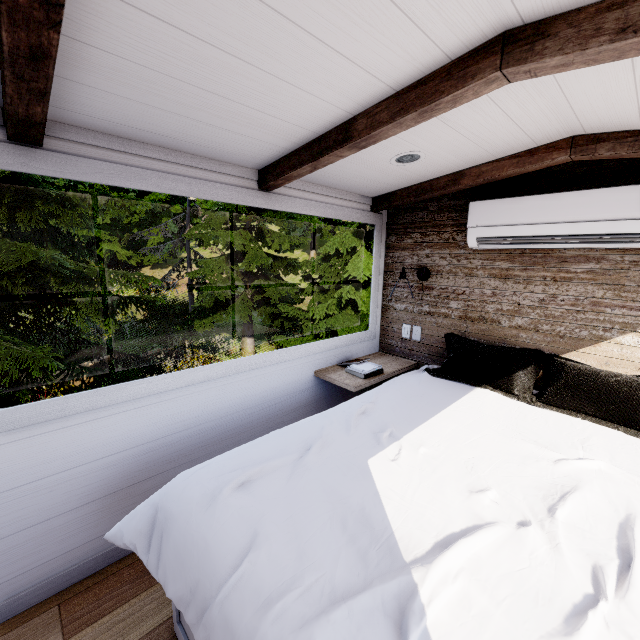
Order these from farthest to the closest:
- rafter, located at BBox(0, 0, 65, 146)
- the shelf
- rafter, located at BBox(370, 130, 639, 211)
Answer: the shelf
rafter, located at BBox(370, 130, 639, 211)
rafter, located at BBox(0, 0, 65, 146)

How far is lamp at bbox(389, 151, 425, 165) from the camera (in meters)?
1.88

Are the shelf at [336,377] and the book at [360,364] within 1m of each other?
yes

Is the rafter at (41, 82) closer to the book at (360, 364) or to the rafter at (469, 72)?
the rafter at (469, 72)

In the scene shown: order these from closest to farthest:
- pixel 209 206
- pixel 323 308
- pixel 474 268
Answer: pixel 474 268 → pixel 323 308 → pixel 209 206

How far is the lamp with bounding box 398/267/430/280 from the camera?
2.6 meters

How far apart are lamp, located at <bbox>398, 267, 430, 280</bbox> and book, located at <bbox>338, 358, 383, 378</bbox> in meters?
0.9 m

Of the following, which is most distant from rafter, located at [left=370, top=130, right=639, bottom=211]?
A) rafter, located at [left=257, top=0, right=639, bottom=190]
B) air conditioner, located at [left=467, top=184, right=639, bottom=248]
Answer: rafter, located at [left=257, top=0, right=639, bottom=190]
